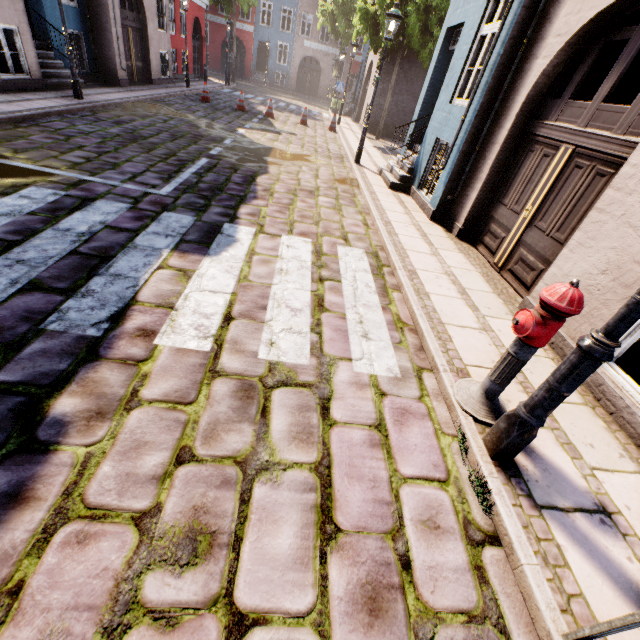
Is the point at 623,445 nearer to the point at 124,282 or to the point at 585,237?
the point at 585,237

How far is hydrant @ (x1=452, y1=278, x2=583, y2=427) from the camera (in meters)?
2.07

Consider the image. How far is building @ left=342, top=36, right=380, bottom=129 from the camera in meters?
18.3 m

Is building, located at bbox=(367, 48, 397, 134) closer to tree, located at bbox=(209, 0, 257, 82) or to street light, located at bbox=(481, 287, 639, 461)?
street light, located at bbox=(481, 287, 639, 461)

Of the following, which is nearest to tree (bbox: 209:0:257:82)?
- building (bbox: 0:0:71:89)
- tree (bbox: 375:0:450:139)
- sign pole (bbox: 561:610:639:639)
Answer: building (bbox: 0:0:71:89)

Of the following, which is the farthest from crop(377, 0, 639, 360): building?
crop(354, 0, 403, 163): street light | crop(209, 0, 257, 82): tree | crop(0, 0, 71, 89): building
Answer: crop(0, 0, 71, 89): building

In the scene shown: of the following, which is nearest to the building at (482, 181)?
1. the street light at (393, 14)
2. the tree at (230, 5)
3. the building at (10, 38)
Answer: the street light at (393, 14)

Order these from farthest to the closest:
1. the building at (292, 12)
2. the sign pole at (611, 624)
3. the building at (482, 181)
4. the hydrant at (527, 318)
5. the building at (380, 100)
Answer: the building at (292, 12) < the building at (380, 100) < the building at (482, 181) < the hydrant at (527, 318) < the sign pole at (611, 624)
